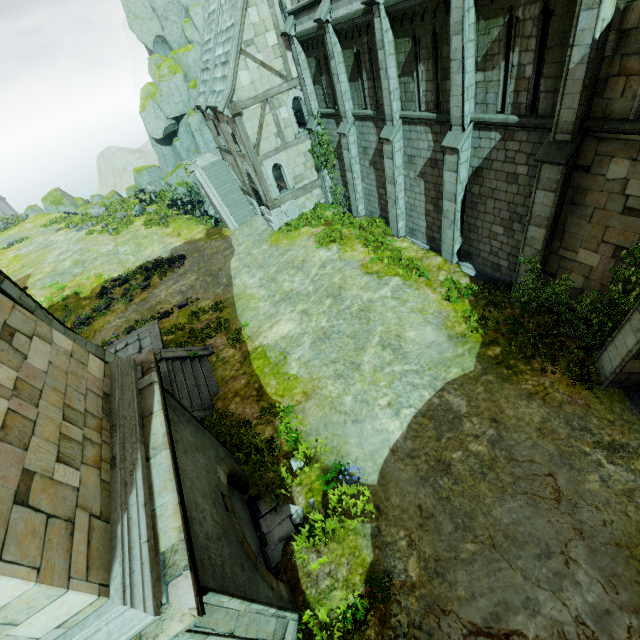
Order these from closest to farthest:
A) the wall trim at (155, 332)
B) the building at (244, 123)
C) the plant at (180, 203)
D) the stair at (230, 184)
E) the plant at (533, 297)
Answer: the plant at (533, 297) < the wall trim at (155, 332) < the building at (244, 123) < the stair at (230, 184) < the plant at (180, 203)

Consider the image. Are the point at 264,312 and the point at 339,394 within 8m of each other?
yes

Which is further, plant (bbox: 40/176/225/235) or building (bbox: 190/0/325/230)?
plant (bbox: 40/176/225/235)

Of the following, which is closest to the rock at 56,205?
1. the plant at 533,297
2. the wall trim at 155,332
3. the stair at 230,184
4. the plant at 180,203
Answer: the stair at 230,184

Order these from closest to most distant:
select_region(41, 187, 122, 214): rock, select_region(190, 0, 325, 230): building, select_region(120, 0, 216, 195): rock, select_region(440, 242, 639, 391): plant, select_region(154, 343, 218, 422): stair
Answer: select_region(440, 242, 639, 391): plant, select_region(154, 343, 218, 422): stair, select_region(190, 0, 325, 230): building, select_region(120, 0, 216, 195): rock, select_region(41, 187, 122, 214): rock

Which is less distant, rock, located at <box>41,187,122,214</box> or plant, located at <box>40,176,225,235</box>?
plant, located at <box>40,176,225,235</box>

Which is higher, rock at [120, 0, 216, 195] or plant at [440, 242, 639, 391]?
rock at [120, 0, 216, 195]

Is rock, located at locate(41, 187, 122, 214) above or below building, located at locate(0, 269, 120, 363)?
below
